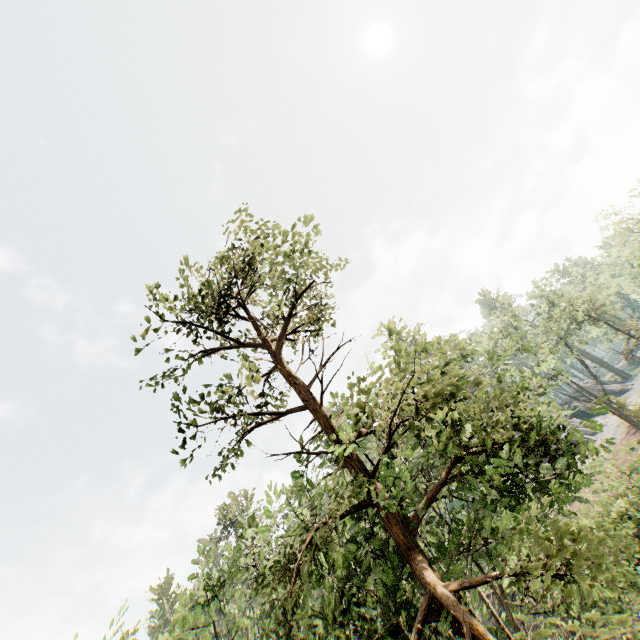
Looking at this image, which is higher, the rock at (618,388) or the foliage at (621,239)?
the foliage at (621,239)

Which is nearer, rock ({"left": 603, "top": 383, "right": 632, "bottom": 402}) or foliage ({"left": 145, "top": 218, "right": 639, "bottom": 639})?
foliage ({"left": 145, "top": 218, "right": 639, "bottom": 639})

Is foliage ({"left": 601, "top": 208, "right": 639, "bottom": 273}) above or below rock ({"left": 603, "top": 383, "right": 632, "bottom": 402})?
above

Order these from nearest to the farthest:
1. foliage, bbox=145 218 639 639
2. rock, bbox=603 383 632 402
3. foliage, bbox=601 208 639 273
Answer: foliage, bbox=145 218 639 639
foliage, bbox=601 208 639 273
rock, bbox=603 383 632 402

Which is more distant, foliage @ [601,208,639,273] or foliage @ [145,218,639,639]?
foliage @ [601,208,639,273]

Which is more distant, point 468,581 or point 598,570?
point 468,581

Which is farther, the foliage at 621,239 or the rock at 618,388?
the rock at 618,388
